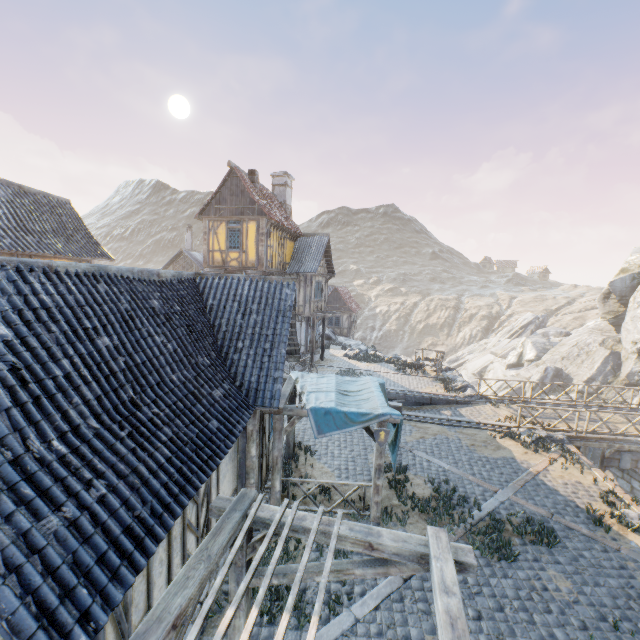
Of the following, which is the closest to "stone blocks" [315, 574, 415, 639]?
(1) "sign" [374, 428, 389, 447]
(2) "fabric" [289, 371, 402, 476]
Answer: (2) "fabric" [289, 371, 402, 476]

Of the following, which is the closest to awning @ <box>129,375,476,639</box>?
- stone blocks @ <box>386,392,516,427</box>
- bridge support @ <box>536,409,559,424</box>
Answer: stone blocks @ <box>386,392,516,427</box>

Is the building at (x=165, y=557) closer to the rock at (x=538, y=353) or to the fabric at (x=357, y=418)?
the fabric at (x=357, y=418)

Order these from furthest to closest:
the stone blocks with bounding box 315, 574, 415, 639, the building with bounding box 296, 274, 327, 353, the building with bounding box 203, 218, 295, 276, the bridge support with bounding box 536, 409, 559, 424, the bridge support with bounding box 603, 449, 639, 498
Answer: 1. the building with bounding box 296, 274, 327, 353
2. the building with bounding box 203, 218, 295, 276
3. the bridge support with bounding box 536, 409, 559, 424
4. the bridge support with bounding box 603, 449, 639, 498
5. the stone blocks with bounding box 315, 574, 415, 639

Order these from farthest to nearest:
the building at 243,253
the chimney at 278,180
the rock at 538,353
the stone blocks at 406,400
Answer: the rock at 538,353 < the chimney at 278,180 < the building at 243,253 < the stone blocks at 406,400

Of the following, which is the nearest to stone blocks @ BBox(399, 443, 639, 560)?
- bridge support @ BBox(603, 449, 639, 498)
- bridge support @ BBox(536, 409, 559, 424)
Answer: bridge support @ BBox(536, 409, 559, 424)

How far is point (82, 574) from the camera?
2.8 meters

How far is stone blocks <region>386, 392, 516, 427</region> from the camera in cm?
1527
